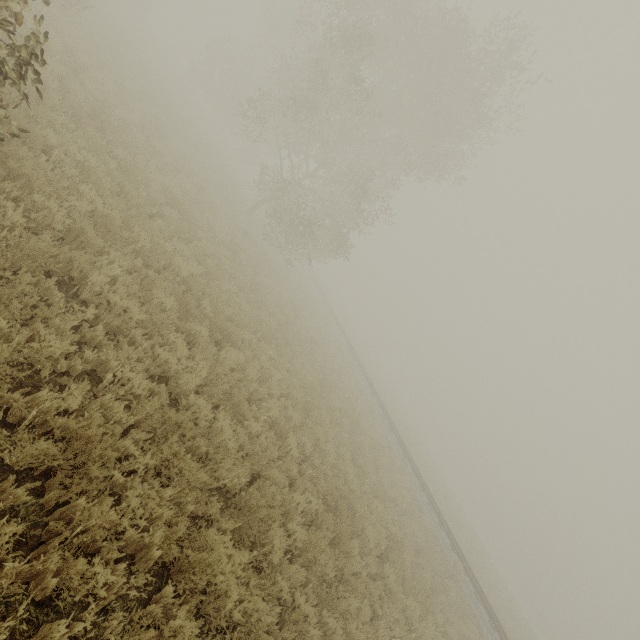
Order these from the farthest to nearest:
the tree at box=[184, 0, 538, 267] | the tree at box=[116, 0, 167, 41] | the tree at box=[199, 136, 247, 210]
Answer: the tree at box=[116, 0, 167, 41] → the tree at box=[199, 136, 247, 210] → the tree at box=[184, 0, 538, 267]

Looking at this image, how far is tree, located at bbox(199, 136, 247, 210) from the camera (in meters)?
18.92

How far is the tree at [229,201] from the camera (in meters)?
18.92

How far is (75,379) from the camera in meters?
4.3

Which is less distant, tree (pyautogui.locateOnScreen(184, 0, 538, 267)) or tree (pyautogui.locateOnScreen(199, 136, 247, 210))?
tree (pyautogui.locateOnScreen(184, 0, 538, 267))

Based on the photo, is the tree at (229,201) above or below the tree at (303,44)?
below
